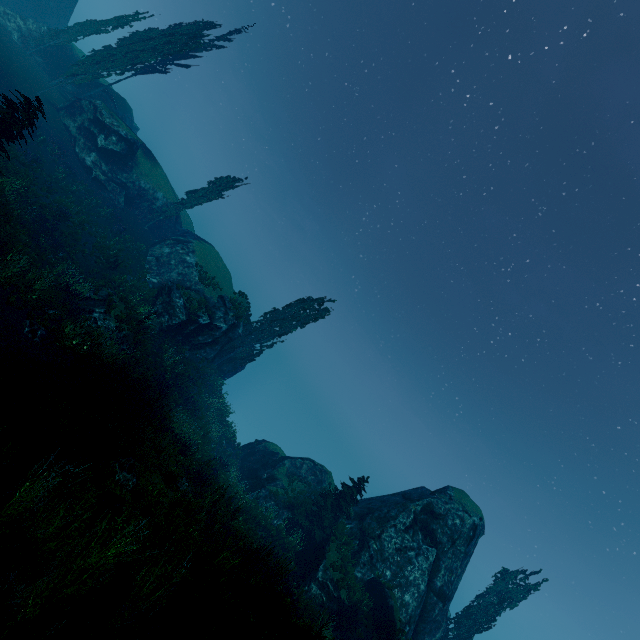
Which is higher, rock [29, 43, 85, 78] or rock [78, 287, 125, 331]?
rock [29, 43, 85, 78]

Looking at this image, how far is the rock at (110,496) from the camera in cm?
412

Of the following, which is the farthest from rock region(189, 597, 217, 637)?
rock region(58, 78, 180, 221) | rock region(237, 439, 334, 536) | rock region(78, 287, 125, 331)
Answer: rock region(58, 78, 180, 221)

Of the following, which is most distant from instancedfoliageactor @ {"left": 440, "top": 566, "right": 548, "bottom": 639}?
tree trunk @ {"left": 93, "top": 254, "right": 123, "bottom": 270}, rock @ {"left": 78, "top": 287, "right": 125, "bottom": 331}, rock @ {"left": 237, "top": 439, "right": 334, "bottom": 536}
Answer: tree trunk @ {"left": 93, "top": 254, "right": 123, "bottom": 270}

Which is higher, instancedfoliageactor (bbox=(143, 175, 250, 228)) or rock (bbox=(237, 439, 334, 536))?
instancedfoliageactor (bbox=(143, 175, 250, 228))

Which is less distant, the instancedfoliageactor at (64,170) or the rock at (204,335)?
the instancedfoliageactor at (64,170)

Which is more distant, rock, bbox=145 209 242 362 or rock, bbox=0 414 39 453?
rock, bbox=145 209 242 362

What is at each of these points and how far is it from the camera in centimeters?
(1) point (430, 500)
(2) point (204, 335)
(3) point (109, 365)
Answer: (1) rock, 2478cm
(2) rock, 2850cm
(3) instancedfoliageactor, 1406cm
